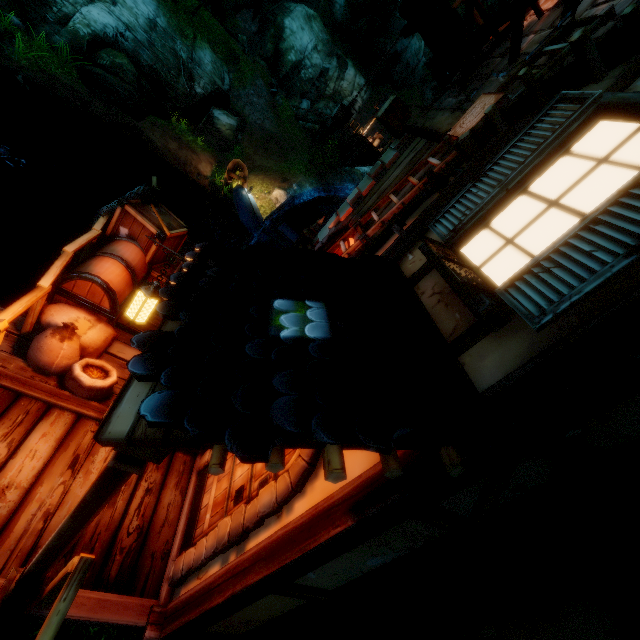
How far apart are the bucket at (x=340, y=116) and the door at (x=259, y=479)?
7.7 meters

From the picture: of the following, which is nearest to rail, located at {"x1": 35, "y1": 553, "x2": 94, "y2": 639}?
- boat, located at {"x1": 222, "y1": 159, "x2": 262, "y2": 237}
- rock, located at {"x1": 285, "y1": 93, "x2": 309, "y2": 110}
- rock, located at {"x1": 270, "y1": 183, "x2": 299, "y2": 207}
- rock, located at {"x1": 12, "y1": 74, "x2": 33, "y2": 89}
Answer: boat, located at {"x1": 222, "y1": 159, "x2": 262, "y2": 237}

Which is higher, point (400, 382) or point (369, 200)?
point (369, 200)

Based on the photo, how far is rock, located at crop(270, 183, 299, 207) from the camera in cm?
2048

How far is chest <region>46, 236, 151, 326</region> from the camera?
4.1m

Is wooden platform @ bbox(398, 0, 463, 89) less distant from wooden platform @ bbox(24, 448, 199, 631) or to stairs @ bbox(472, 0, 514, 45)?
stairs @ bbox(472, 0, 514, 45)

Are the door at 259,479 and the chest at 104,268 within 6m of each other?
yes

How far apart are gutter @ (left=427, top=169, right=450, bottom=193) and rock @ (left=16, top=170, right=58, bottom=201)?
15.1 meters
